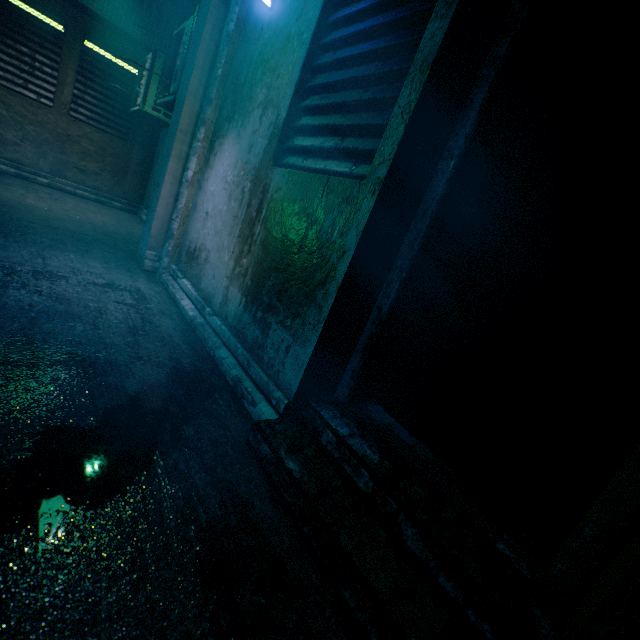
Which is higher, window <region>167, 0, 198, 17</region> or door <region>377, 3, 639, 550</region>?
window <region>167, 0, 198, 17</region>

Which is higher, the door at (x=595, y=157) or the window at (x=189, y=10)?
the window at (x=189, y=10)

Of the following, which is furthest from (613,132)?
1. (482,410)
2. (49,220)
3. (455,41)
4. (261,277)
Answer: (49,220)

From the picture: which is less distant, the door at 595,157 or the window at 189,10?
the door at 595,157

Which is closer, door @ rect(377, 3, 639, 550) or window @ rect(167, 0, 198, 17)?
door @ rect(377, 3, 639, 550)
